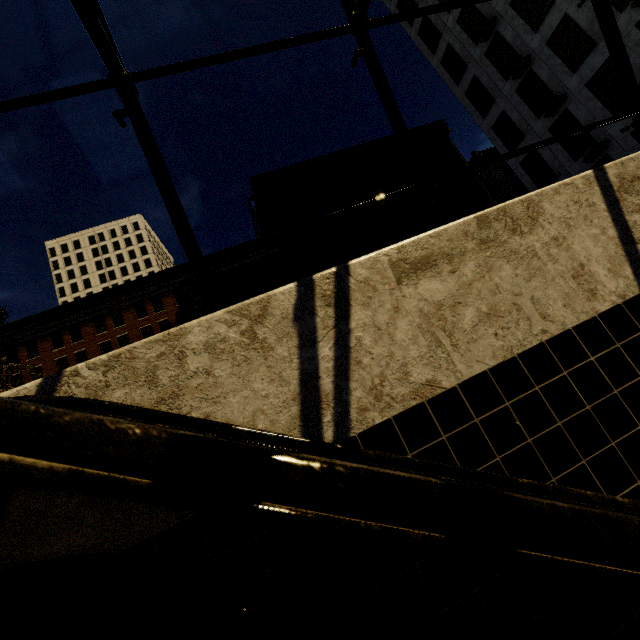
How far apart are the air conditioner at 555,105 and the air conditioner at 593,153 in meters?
3.5 m

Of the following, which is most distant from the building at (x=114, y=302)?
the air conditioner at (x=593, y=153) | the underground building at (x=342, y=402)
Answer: the underground building at (x=342, y=402)

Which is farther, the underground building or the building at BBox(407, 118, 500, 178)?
the building at BBox(407, 118, 500, 178)

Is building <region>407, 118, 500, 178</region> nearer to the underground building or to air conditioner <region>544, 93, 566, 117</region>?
air conditioner <region>544, 93, 566, 117</region>

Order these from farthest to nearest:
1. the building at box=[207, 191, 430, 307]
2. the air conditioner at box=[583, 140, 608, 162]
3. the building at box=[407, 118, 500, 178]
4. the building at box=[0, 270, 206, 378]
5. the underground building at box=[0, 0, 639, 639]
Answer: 1. the building at box=[407, 118, 500, 178]
2. the building at box=[207, 191, 430, 307]
3. the building at box=[0, 270, 206, 378]
4. the air conditioner at box=[583, 140, 608, 162]
5. the underground building at box=[0, 0, 639, 639]

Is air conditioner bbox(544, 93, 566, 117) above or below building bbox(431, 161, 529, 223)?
below

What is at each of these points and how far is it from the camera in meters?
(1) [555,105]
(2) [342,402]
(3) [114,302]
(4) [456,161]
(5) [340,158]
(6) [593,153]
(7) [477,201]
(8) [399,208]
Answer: (1) air conditioner, 20.1 m
(2) underground building, 2.4 m
(3) building, 32.7 m
(4) building, 42.3 m
(5) building, 40.6 m
(6) air conditioner, 19.2 m
(7) building, 40.6 m
(8) building, 39.5 m

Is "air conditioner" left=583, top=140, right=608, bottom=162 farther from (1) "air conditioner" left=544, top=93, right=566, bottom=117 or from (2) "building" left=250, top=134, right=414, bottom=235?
(2) "building" left=250, top=134, right=414, bottom=235
